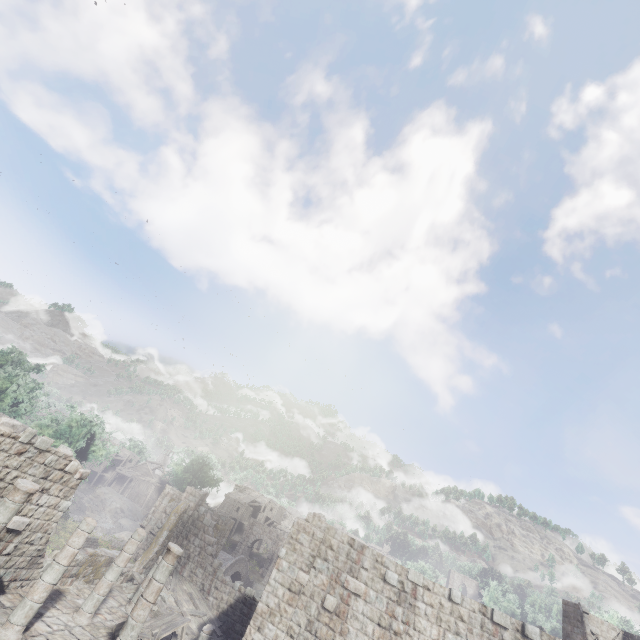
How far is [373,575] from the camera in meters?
12.2 m

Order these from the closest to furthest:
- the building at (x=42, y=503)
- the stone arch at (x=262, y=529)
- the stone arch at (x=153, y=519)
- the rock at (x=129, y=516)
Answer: the building at (x=42, y=503)
the stone arch at (x=153, y=519)
the rock at (x=129, y=516)
the stone arch at (x=262, y=529)

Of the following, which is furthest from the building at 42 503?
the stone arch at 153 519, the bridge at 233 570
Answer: the bridge at 233 570

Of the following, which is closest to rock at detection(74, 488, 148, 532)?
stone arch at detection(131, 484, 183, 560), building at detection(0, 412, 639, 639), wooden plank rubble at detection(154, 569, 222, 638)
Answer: building at detection(0, 412, 639, 639)

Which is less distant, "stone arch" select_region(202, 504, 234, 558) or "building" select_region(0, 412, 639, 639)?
"building" select_region(0, 412, 639, 639)

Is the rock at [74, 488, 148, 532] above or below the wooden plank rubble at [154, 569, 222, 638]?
below

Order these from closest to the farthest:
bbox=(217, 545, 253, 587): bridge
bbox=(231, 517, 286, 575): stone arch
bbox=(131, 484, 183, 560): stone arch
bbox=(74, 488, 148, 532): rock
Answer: bbox=(131, 484, 183, 560): stone arch < bbox=(217, 545, 253, 587): bridge < bbox=(74, 488, 148, 532): rock < bbox=(231, 517, 286, 575): stone arch

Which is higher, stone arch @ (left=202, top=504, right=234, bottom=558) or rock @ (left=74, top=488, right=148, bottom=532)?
stone arch @ (left=202, top=504, right=234, bottom=558)
